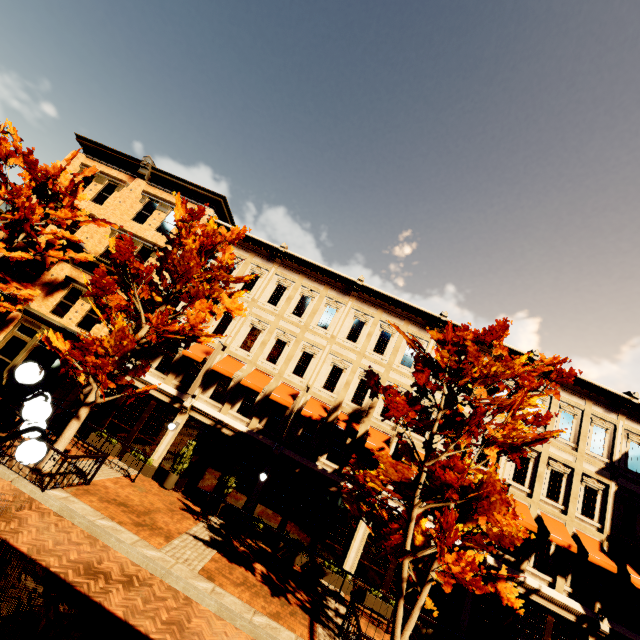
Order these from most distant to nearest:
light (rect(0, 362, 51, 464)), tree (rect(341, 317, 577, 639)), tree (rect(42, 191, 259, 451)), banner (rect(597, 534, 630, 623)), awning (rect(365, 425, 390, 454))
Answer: awning (rect(365, 425, 390, 454)), banner (rect(597, 534, 630, 623)), tree (rect(42, 191, 259, 451)), tree (rect(341, 317, 577, 639)), light (rect(0, 362, 51, 464))

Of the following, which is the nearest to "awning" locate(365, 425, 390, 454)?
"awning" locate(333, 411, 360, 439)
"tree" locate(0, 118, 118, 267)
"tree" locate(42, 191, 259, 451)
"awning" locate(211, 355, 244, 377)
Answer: "awning" locate(333, 411, 360, 439)

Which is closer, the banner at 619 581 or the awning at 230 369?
the banner at 619 581

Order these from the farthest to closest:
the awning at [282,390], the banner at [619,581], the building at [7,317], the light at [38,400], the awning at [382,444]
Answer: the building at [7,317], the awning at [282,390], the awning at [382,444], the banner at [619,581], the light at [38,400]

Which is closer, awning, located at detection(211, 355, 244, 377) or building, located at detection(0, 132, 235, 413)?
awning, located at detection(211, 355, 244, 377)

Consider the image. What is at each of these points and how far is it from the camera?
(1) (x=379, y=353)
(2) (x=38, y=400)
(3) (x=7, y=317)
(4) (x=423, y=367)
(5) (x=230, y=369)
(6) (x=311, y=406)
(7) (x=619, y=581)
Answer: (1) building, 17.5 meters
(2) light, 3.5 meters
(3) building, 17.0 meters
(4) tree, 11.3 meters
(5) awning, 16.1 meters
(6) awning, 15.7 meters
(7) banner, 13.1 meters

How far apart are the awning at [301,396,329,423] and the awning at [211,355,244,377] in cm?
382

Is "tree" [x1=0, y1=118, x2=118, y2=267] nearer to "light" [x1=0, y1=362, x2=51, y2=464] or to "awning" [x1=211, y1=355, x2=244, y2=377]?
"awning" [x1=211, y1=355, x2=244, y2=377]
